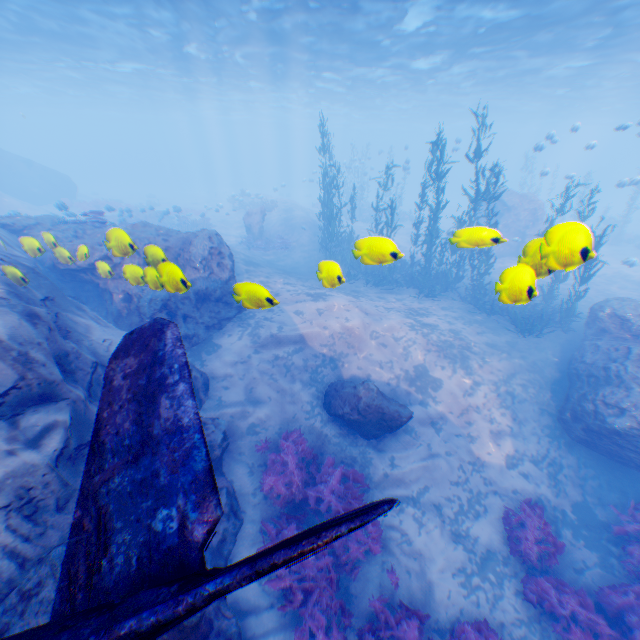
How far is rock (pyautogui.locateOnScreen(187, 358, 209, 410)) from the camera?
9.2 meters

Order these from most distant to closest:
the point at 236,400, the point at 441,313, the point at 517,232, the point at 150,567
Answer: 1. the point at 517,232
2. the point at 441,313
3. the point at 236,400
4. the point at 150,567

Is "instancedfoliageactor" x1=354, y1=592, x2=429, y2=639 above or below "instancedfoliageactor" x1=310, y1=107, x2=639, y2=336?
below

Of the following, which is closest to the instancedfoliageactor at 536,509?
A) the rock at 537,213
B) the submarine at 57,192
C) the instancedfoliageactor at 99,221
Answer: the rock at 537,213

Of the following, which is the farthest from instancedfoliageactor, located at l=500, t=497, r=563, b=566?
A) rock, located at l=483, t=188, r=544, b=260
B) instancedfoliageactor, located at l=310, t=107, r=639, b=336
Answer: instancedfoliageactor, located at l=310, t=107, r=639, b=336

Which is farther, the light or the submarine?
the submarine

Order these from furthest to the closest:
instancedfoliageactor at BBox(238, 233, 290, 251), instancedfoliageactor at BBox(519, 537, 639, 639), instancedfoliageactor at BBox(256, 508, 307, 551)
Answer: instancedfoliageactor at BBox(238, 233, 290, 251)
instancedfoliageactor at BBox(256, 508, 307, 551)
instancedfoliageactor at BBox(519, 537, 639, 639)

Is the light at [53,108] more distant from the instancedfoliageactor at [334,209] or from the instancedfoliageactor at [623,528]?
the instancedfoliageactor at [623,528]
